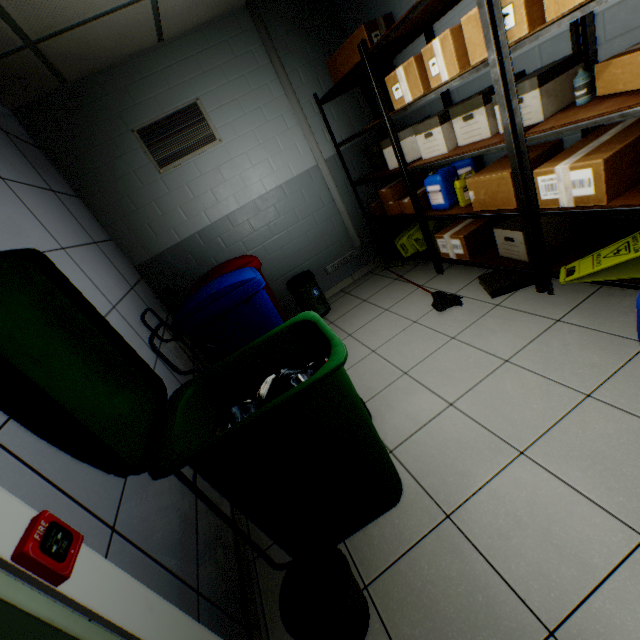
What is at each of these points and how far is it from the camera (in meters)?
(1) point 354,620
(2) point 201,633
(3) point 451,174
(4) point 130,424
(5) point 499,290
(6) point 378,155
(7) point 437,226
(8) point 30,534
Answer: (1) bottle, 1.21
(2) door, 1.16
(3) canister, 2.94
(4) garbage can, 1.33
(5) cardboard box, 2.76
(6) bottle, 3.91
(7) sign, 3.82
(8) fire alarm, 0.79

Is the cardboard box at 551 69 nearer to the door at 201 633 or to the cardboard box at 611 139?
the cardboard box at 611 139

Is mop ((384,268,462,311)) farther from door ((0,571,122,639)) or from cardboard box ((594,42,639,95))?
door ((0,571,122,639))

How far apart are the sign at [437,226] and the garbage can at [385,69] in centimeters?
128cm

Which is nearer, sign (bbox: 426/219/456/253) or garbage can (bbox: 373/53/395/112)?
garbage can (bbox: 373/53/395/112)

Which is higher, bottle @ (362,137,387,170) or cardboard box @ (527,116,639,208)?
bottle @ (362,137,387,170)

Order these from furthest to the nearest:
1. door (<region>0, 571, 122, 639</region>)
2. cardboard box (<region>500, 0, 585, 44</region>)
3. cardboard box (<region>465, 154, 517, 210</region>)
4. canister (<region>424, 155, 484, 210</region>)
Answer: canister (<region>424, 155, 484, 210</region>), cardboard box (<region>465, 154, 517, 210</region>), cardboard box (<region>500, 0, 585, 44</region>), door (<region>0, 571, 122, 639</region>)

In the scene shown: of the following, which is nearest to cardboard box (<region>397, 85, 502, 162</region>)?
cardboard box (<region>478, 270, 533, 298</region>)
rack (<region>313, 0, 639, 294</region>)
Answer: rack (<region>313, 0, 639, 294</region>)
